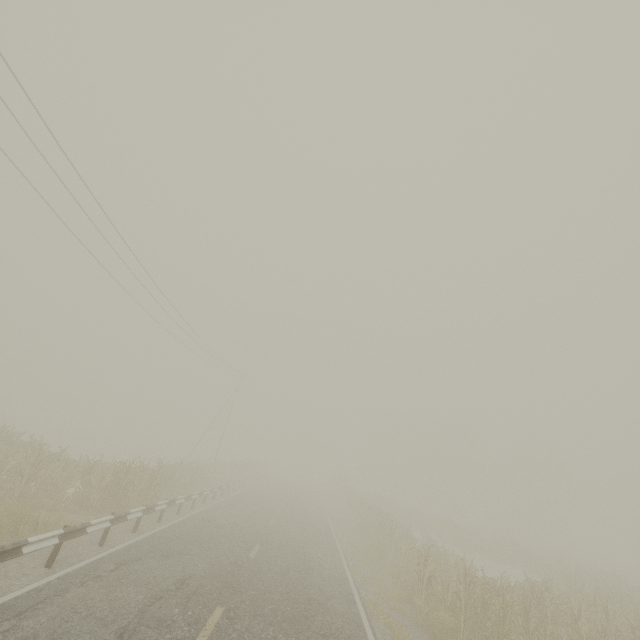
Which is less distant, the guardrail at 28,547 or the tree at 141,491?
the guardrail at 28,547

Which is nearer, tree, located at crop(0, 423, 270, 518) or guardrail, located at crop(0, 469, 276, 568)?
guardrail, located at crop(0, 469, 276, 568)

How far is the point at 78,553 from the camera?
8.62m
